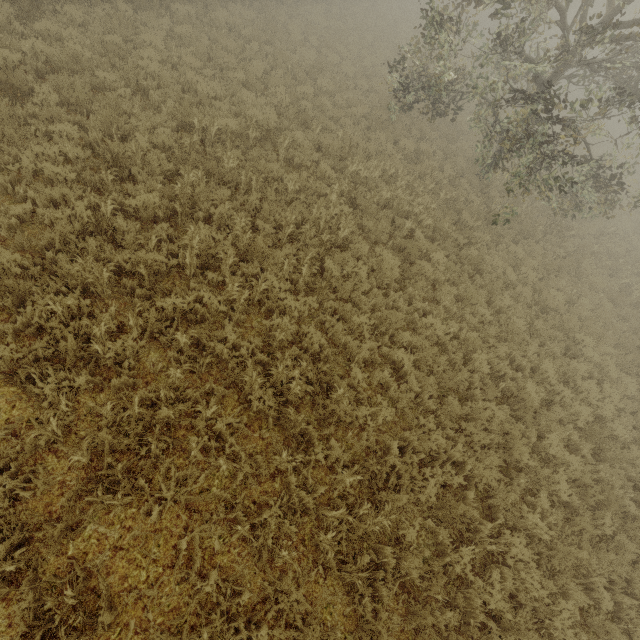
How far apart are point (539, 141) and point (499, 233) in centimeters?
415cm
